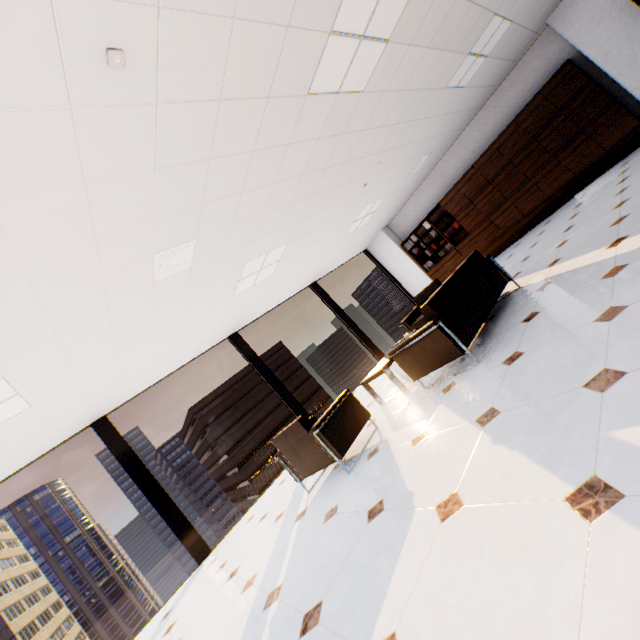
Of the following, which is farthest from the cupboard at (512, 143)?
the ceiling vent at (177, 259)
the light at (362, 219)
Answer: the ceiling vent at (177, 259)

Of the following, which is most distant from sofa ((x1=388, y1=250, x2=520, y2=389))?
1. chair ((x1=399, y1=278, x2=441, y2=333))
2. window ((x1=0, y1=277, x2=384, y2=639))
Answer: window ((x1=0, y1=277, x2=384, y2=639))

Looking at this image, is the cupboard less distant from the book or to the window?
the book

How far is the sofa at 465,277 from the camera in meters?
3.3 m

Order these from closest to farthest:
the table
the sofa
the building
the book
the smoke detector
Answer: the smoke detector → the sofa → the table → the book → the building

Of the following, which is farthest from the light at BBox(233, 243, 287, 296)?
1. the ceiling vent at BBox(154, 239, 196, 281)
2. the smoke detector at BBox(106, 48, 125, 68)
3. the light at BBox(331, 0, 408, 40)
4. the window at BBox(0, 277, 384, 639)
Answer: the smoke detector at BBox(106, 48, 125, 68)

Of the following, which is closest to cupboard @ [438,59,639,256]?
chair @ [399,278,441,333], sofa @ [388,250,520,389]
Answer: chair @ [399,278,441,333]

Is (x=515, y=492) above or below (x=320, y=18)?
below
